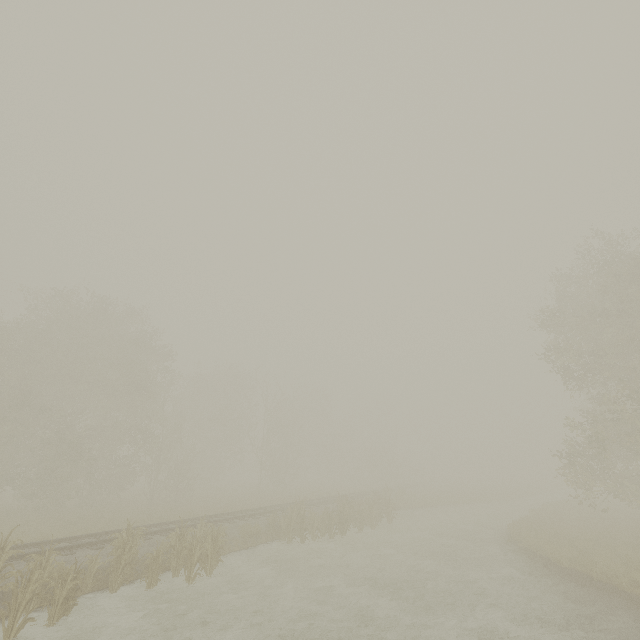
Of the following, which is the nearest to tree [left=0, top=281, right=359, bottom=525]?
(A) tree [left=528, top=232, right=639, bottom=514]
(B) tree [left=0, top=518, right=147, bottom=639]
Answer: (A) tree [left=528, top=232, right=639, bottom=514]

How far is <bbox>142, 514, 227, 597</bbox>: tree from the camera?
10.7 meters

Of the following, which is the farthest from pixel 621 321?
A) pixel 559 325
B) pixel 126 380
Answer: pixel 126 380

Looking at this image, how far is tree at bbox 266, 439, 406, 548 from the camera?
17.1m

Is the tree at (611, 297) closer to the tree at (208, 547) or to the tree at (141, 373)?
the tree at (141, 373)

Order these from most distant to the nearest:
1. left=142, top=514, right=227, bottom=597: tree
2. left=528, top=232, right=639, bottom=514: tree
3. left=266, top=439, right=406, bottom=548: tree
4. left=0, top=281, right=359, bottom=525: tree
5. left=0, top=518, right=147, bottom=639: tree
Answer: left=0, top=281, right=359, bottom=525: tree, left=266, top=439, right=406, bottom=548: tree, left=528, top=232, right=639, bottom=514: tree, left=142, top=514, right=227, bottom=597: tree, left=0, top=518, right=147, bottom=639: tree

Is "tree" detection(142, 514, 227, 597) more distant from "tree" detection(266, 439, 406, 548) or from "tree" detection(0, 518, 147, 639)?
"tree" detection(266, 439, 406, 548)

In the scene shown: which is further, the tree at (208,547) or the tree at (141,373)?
the tree at (141,373)
